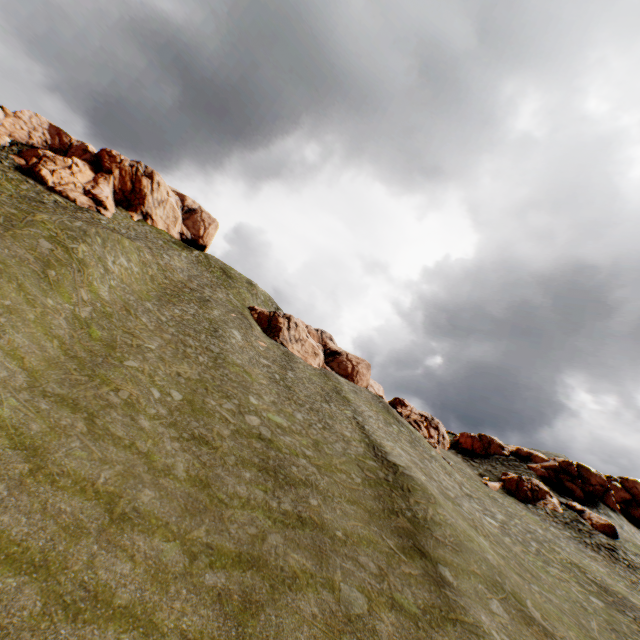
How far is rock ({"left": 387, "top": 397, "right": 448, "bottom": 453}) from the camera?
48.2 meters

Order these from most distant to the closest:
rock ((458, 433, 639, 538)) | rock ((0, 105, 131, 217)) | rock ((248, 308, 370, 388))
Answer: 1. rock ((248, 308, 370, 388))
2. rock ((0, 105, 131, 217))
3. rock ((458, 433, 639, 538))

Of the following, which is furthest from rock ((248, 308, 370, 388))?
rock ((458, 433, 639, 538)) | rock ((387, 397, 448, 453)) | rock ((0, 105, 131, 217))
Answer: rock ((0, 105, 131, 217))

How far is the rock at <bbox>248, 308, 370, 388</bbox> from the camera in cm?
5341

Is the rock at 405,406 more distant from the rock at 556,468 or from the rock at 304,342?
the rock at 304,342

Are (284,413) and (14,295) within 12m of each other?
no

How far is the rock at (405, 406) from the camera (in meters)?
48.19
